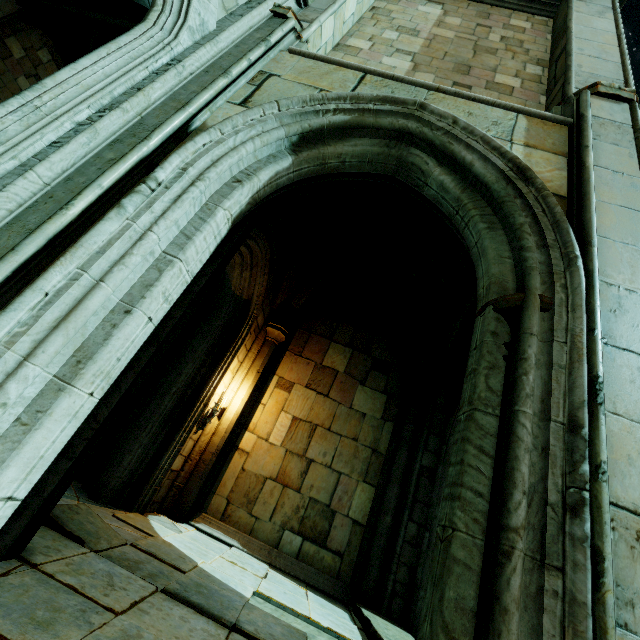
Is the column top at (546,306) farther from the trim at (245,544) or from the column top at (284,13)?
the trim at (245,544)

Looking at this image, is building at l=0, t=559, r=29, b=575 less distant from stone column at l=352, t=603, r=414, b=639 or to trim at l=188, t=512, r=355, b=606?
trim at l=188, t=512, r=355, b=606

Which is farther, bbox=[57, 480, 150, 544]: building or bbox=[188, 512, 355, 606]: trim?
bbox=[188, 512, 355, 606]: trim

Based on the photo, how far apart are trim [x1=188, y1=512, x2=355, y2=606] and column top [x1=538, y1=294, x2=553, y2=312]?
6.5 meters

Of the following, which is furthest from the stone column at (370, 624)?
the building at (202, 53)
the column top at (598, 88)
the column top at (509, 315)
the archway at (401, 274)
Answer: the column top at (598, 88)

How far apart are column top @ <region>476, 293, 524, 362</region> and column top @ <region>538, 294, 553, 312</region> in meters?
0.1 m

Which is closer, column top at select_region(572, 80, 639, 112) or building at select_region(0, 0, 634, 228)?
building at select_region(0, 0, 634, 228)

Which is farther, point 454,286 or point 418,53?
point 454,286
